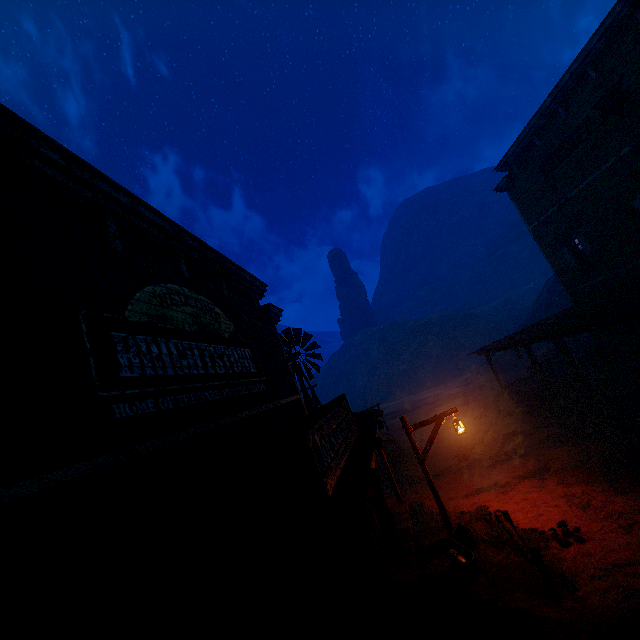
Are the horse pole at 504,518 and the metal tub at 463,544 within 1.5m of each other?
yes

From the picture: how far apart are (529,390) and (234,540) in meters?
18.7

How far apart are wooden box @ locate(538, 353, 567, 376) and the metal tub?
13.85m

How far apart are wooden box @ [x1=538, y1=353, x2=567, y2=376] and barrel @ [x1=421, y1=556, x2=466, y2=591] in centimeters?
1600cm

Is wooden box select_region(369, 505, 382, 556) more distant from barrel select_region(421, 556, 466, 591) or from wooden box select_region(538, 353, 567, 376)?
wooden box select_region(538, 353, 567, 376)

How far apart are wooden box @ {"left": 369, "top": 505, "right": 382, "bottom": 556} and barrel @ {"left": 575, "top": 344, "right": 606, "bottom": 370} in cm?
1479

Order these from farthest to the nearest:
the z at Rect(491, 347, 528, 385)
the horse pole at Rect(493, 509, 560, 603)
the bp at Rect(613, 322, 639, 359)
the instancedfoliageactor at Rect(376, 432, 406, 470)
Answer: the z at Rect(491, 347, 528, 385) < the instancedfoliageactor at Rect(376, 432, 406, 470) < the bp at Rect(613, 322, 639, 359) < the horse pole at Rect(493, 509, 560, 603)

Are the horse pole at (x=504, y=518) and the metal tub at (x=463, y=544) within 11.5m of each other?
yes
